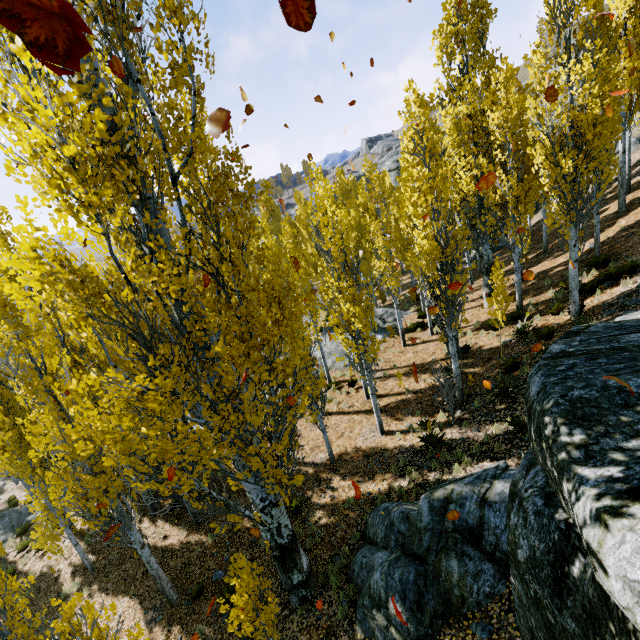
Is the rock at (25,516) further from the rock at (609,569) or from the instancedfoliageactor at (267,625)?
the rock at (609,569)

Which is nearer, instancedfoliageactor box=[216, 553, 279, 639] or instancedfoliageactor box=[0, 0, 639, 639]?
instancedfoliageactor box=[0, 0, 639, 639]

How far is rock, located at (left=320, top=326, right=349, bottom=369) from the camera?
18.8 meters

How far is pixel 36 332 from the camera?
8.09m

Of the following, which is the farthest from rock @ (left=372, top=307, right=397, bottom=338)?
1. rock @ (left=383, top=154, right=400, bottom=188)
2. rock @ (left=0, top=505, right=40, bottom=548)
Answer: rock @ (left=383, top=154, right=400, bottom=188)

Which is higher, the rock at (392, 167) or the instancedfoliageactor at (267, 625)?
the rock at (392, 167)

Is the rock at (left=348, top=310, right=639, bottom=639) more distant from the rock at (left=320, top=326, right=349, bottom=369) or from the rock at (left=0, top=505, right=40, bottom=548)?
the rock at (left=0, top=505, right=40, bottom=548)

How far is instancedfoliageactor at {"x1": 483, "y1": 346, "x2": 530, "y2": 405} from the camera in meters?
10.2 m
